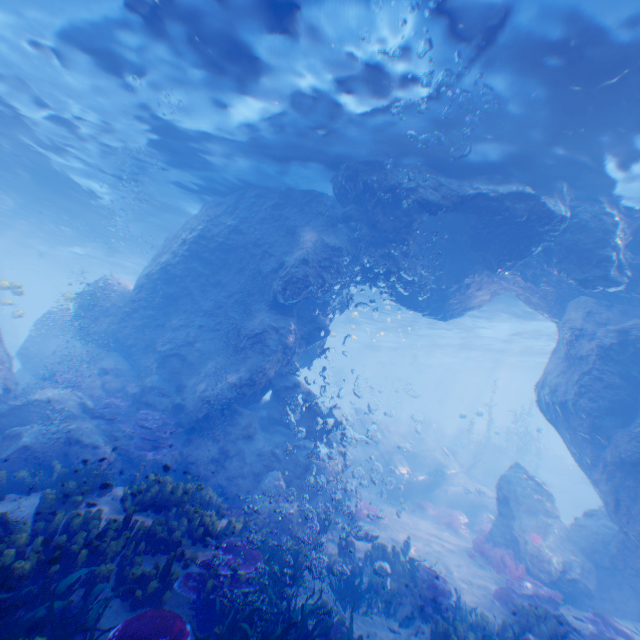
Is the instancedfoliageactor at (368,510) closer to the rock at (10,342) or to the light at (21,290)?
the rock at (10,342)

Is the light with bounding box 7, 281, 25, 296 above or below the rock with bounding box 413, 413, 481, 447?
above

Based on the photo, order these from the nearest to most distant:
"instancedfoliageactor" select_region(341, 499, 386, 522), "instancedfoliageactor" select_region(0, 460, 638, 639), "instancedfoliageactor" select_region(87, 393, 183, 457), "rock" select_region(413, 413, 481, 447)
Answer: "instancedfoliageactor" select_region(0, 460, 638, 639)
"instancedfoliageactor" select_region(87, 393, 183, 457)
"instancedfoliageactor" select_region(341, 499, 386, 522)
"rock" select_region(413, 413, 481, 447)

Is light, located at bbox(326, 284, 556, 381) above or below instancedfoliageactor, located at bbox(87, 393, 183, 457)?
above

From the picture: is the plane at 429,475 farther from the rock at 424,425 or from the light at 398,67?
the rock at 424,425

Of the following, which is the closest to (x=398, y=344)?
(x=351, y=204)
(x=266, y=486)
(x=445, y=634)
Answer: (x=351, y=204)

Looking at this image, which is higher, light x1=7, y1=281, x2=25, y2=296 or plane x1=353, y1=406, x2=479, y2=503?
light x1=7, y1=281, x2=25, y2=296

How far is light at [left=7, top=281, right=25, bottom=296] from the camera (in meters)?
16.55
